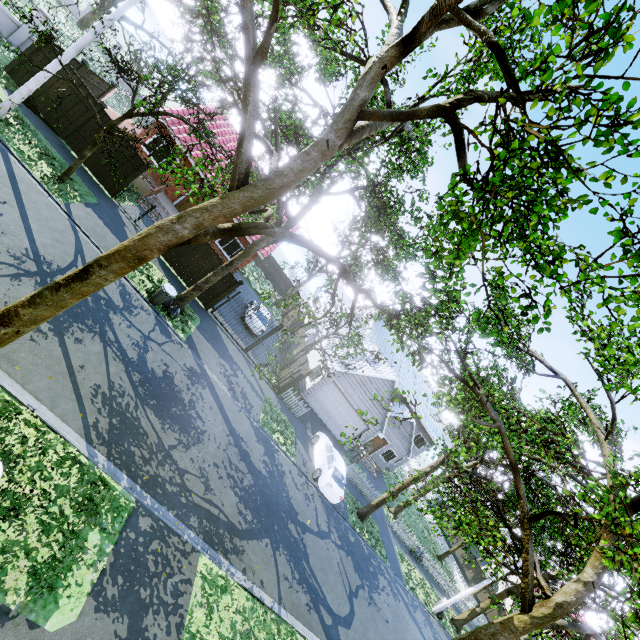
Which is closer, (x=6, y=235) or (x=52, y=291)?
(x=52, y=291)

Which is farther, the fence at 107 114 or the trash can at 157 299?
the fence at 107 114

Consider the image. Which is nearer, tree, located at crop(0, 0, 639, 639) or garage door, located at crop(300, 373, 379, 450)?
tree, located at crop(0, 0, 639, 639)

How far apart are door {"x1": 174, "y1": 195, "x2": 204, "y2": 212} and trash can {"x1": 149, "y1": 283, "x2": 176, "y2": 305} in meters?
9.5 m

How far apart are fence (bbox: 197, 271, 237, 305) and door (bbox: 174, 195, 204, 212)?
5.46m

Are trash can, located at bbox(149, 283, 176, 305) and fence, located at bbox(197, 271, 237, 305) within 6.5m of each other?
yes

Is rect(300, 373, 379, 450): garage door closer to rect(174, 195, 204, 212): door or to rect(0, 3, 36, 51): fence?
rect(174, 195, 204, 212): door

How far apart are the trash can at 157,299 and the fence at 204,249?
3.4 meters
